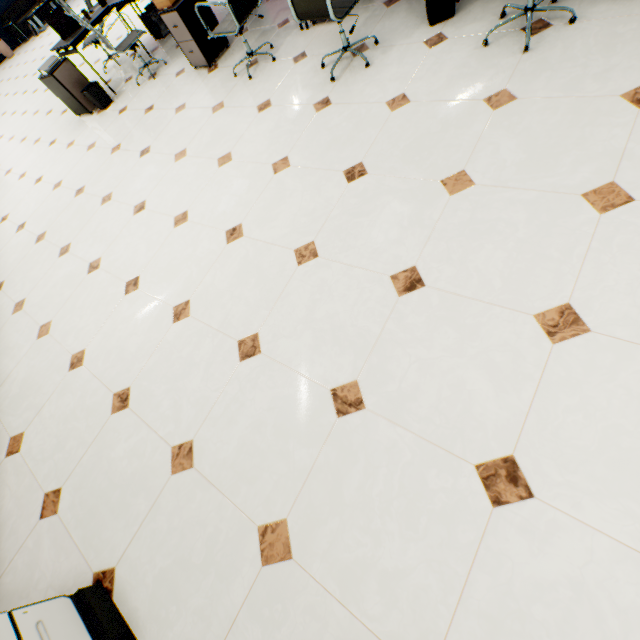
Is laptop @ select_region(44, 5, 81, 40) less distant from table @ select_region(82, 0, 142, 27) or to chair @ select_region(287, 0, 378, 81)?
table @ select_region(82, 0, 142, 27)

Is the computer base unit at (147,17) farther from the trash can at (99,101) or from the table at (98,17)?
the trash can at (99,101)

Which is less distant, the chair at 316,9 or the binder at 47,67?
the chair at 316,9

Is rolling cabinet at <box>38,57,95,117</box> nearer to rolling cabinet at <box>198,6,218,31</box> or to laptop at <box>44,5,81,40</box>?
laptop at <box>44,5,81,40</box>

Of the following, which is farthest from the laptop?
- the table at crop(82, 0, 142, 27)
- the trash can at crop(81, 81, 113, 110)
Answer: the trash can at crop(81, 81, 113, 110)

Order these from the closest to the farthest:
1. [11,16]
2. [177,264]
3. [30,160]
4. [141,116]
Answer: [177,264], [141,116], [30,160], [11,16]

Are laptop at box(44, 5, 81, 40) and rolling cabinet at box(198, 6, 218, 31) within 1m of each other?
no

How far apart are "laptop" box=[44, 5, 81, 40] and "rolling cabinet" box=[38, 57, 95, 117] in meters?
0.3
